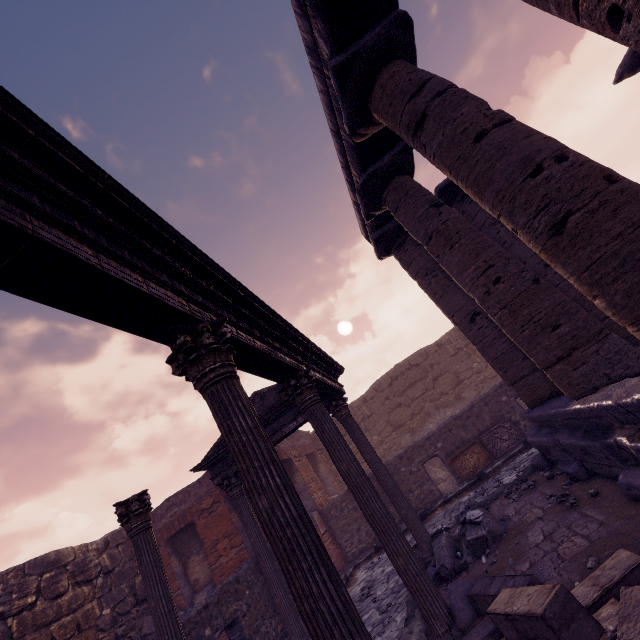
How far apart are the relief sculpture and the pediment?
5.7 meters

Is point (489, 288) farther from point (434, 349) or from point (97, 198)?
point (434, 349)

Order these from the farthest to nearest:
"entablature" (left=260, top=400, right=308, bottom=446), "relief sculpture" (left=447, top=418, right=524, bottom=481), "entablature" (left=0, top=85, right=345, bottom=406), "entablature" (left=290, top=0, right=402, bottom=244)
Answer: "relief sculpture" (left=447, top=418, right=524, bottom=481), "entablature" (left=260, top=400, right=308, bottom=446), "entablature" (left=290, top=0, right=402, bottom=244), "entablature" (left=0, top=85, right=345, bottom=406)

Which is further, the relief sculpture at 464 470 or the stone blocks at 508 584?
the relief sculpture at 464 470

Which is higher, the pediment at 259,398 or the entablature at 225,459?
the pediment at 259,398

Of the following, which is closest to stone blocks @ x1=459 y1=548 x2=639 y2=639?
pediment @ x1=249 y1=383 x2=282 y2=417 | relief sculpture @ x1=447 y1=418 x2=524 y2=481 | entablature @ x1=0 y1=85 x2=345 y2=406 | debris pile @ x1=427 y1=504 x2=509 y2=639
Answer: debris pile @ x1=427 y1=504 x2=509 y2=639

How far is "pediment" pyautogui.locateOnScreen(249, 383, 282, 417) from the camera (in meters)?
8.75

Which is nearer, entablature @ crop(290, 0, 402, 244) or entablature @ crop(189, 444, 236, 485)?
entablature @ crop(290, 0, 402, 244)
